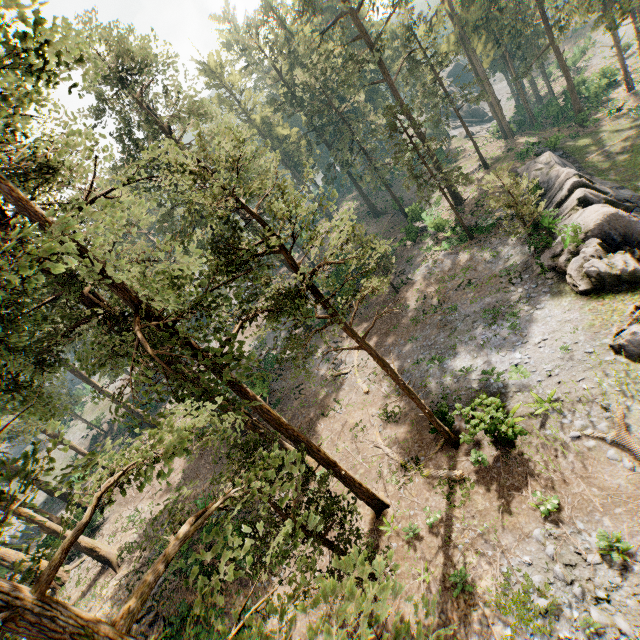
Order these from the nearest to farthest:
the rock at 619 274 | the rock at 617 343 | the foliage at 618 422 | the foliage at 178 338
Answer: the foliage at 178 338 < the foliage at 618 422 < the rock at 617 343 < the rock at 619 274

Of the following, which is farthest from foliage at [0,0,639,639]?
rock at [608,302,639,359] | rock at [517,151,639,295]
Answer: rock at [517,151,639,295]

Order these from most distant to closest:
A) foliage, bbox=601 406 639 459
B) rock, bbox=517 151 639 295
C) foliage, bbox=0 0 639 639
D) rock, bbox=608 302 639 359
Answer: rock, bbox=517 151 639 295, rock, bbox=608 302 639 359, foliage, bbox=601 406 639 459, foliage, bbox=0 0 639 639

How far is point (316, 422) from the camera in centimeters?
2538cm

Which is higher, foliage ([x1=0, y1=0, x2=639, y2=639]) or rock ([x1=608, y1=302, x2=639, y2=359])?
foliage ([x1=0, y1=0, x2=639, y2=639])

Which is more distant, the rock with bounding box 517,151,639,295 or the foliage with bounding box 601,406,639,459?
the rock with bounding box 517,151,639,295

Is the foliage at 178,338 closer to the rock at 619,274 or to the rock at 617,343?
the rock at 617,343
